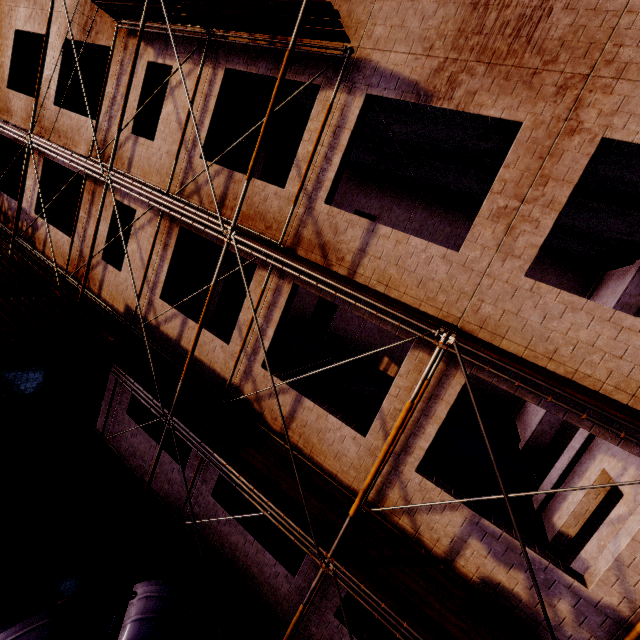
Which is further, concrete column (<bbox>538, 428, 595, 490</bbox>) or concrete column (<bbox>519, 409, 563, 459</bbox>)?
concrete column (<bbox>519, 409, 563, 459</bbox>)

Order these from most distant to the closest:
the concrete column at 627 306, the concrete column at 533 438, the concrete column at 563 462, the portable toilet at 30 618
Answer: the concrete column at 533 438 < the concrete column at 627 306 < the concrete column at 563 462 < the portable toilet at 30 618

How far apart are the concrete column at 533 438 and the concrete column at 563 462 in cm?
343

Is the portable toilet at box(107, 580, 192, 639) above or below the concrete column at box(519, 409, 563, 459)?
below

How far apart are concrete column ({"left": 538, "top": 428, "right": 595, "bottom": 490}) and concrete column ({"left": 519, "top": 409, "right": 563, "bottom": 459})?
3.43m

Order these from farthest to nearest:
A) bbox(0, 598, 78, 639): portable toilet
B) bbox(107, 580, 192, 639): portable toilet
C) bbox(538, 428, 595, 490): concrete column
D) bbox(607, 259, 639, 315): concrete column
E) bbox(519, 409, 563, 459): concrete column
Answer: bbox(519, 409, 563, 459): concrete column
bbox(607, 259, 639, 315): concrete column
bbox(538, 428, 595, 490): concrete column
bbox(107, 580, 192, 639): portable toilet
bbox(0, 598, 78, 639): portable toilet

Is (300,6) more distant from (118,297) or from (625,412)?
(118,297)

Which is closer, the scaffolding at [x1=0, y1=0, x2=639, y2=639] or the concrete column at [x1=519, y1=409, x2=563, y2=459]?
the scaffolding at [x1=0, y1=0, x2=639, y2=639]
